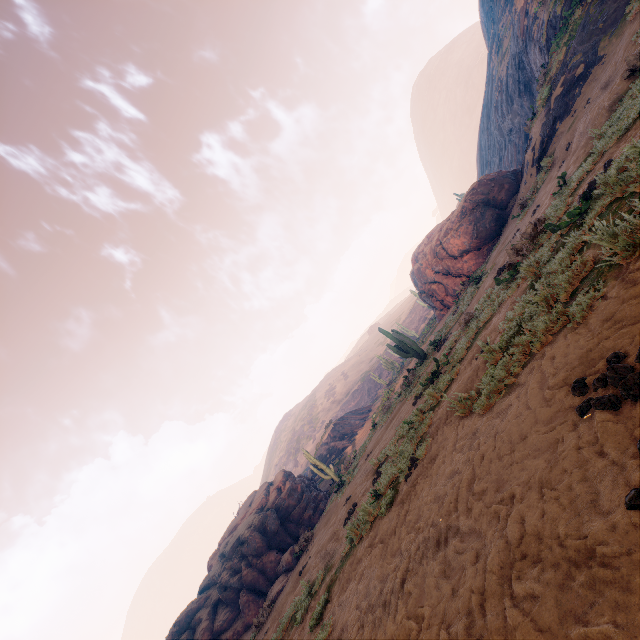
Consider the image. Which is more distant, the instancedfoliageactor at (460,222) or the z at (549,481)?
Answer: the instancedfoliageactor at (460,222)

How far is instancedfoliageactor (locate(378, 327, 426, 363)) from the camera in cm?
1653

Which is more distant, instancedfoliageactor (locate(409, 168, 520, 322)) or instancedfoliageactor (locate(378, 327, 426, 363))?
instancedfoliageactor (locate(409, 168, 520, 322))

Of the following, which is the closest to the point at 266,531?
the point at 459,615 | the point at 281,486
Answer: the point at 281,486

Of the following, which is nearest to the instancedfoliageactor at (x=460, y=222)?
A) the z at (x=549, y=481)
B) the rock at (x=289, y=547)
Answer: the z at (x=549, y=481)

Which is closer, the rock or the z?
the z

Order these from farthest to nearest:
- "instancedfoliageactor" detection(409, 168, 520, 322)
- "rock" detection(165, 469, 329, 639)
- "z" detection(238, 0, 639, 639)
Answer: "instancedfoliageactor" detection(409, 168, 520, 322)
"rock" detection(165, 469, 329, 639)
"z" detection(238, 0, 639, 639)

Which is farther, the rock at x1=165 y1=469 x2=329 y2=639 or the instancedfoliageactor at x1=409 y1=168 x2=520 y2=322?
the instancedfoliageactor at x1=409 y1=168 x2=520 y2=322
